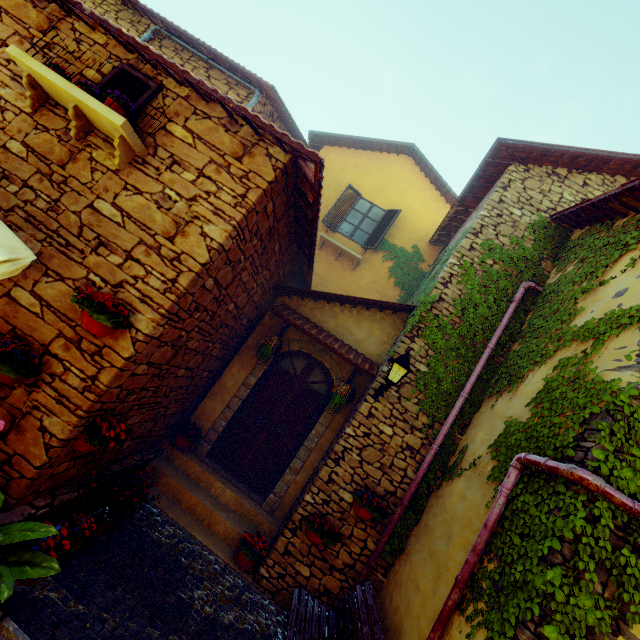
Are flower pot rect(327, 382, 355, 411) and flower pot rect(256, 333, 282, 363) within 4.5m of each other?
yes

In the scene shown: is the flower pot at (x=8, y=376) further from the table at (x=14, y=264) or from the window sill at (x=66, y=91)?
the window sill at (x=66, y=91)

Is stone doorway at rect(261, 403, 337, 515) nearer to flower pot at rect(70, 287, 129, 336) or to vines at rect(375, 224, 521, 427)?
vines at rect(375, 224, 521, 427)

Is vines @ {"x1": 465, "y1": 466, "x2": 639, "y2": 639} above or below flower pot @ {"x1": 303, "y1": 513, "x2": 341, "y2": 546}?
above

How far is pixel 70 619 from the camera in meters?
2.9 m

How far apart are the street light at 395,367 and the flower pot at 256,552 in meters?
3.0 m

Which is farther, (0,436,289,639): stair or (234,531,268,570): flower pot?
(234,531,268,570): flower pot

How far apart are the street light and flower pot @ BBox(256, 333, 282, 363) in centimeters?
202cm
